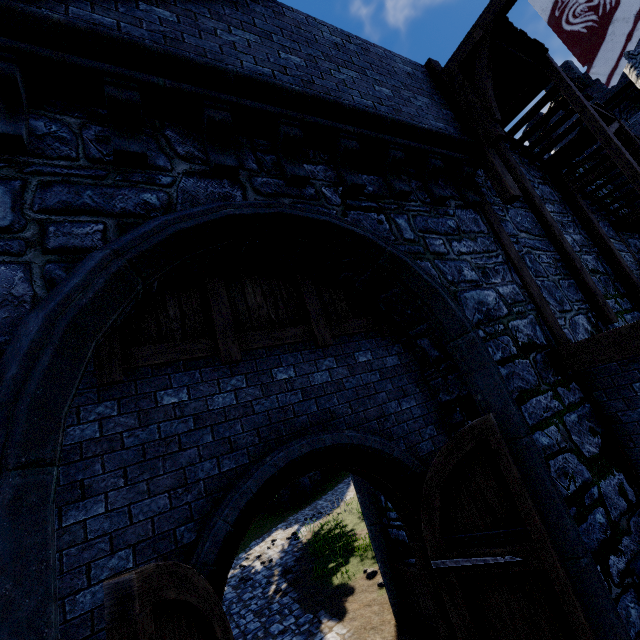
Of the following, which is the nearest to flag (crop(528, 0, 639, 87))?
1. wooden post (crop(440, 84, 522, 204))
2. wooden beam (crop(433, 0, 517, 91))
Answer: wooden beam (crop(433, 0, 517, 91))

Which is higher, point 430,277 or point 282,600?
point 430,277

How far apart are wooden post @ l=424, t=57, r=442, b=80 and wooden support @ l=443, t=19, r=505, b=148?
0.2m

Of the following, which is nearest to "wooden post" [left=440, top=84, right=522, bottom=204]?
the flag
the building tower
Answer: the flag

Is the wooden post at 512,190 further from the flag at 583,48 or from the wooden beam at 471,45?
the flag at 583,48

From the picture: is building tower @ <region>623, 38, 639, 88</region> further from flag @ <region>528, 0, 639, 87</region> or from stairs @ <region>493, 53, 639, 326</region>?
flag @ <region>528, 0, 639, 87</region>

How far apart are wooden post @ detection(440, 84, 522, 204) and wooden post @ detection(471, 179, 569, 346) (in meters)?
0.36

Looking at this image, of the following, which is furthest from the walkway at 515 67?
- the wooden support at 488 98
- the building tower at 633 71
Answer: the building tower at 633 71
